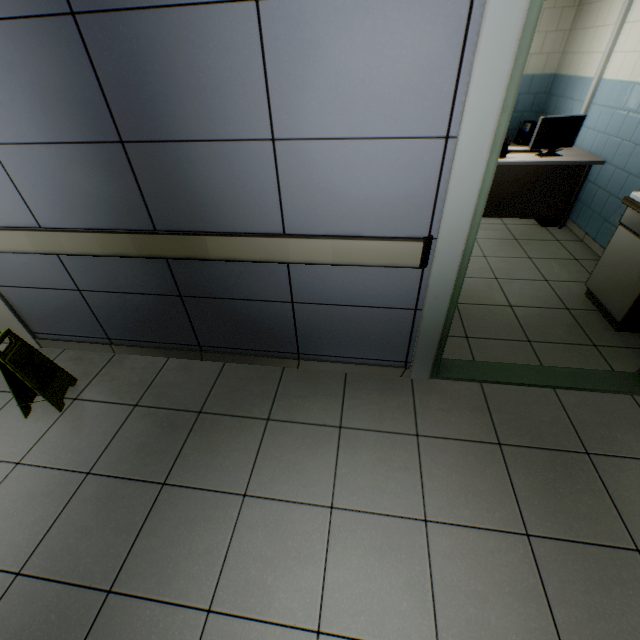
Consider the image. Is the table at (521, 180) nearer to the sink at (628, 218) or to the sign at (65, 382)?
the sink at (628, 218)

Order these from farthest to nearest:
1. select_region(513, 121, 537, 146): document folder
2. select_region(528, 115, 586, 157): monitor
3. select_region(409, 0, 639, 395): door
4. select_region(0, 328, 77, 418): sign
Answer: select_region(513, 121, 537, 146): document folder, select_region(528, 115, 586, 157): monitor, select_region(0, 328, 77, 418): sign, select_region(409, 0, 639, 395): door

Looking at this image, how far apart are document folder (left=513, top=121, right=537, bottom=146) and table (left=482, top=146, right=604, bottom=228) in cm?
105

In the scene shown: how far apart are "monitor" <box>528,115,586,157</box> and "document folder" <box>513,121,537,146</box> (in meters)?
1.42

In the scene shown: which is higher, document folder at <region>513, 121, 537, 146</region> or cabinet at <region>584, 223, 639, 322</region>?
document folder at <region>513, 121, 537, 146</region>

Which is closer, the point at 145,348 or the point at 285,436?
the point at 285,436

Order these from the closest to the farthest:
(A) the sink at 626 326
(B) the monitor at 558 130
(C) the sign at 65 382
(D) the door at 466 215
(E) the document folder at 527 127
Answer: (D) the door at 466 215
(C) the sign at 65 382
(A) the sink at 626 326
(B) the monitor at 558 130
(E) the document folder at 527 127

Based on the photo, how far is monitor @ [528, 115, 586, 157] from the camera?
3.7m
